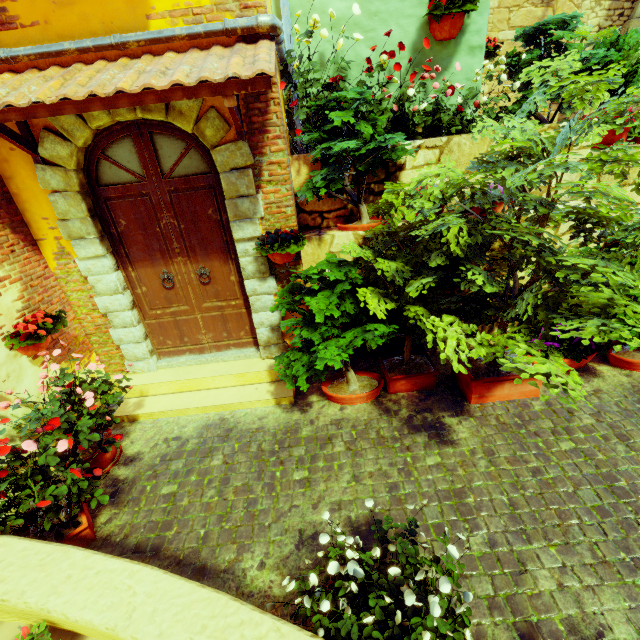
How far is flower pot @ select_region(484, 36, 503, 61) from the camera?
4.08m

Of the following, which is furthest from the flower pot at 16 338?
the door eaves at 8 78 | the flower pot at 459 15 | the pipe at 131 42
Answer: the flower pot at 459 15

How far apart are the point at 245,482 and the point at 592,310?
3.39m

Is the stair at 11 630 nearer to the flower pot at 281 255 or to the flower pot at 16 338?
the flower pot at 16 338

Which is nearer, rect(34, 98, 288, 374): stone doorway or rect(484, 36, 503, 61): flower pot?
rect(34, 98, 288, 374): stone doorway

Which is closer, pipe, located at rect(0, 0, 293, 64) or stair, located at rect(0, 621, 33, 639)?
stair, located at rect(0, 621, 33, 639)

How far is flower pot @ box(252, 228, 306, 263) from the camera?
3.57m

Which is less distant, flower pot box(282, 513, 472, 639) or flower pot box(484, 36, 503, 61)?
flower pot box(282, 513, 472, 639)
